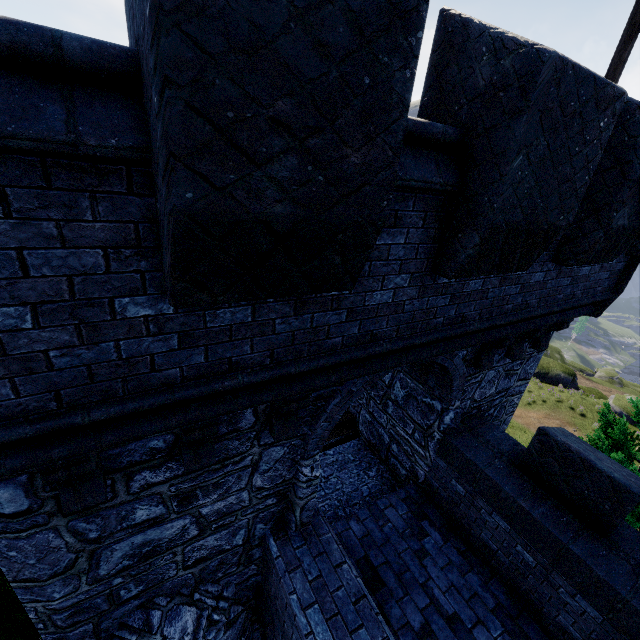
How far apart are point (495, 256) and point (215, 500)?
4.30m

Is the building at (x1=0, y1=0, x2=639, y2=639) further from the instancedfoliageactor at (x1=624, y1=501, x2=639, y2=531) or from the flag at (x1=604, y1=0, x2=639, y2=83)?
the instancedfoliageactor at (x1=624, y1=501, x2=639, y2=531)

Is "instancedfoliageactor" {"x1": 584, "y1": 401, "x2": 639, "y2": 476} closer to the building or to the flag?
the building

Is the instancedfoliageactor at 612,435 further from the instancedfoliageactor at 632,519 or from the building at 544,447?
the building at 544,447

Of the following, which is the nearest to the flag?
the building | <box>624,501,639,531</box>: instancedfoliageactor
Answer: the building

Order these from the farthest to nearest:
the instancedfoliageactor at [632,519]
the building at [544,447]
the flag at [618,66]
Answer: the instancedfoliageactor at [632,519] → the flag at [618,66] → the building at [544,447]

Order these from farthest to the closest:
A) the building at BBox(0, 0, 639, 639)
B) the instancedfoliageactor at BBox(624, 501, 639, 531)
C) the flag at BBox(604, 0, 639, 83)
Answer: the instancedfoliageactor at BBox(624, 501, 639, 531) < the flag at BBox(604, 0, 639, 83) < the building at BBox(0, 0, 639, 639)

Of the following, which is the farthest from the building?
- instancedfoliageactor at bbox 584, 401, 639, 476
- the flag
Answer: instancedfoliageactor at bbox 584, 401, 639, 476
